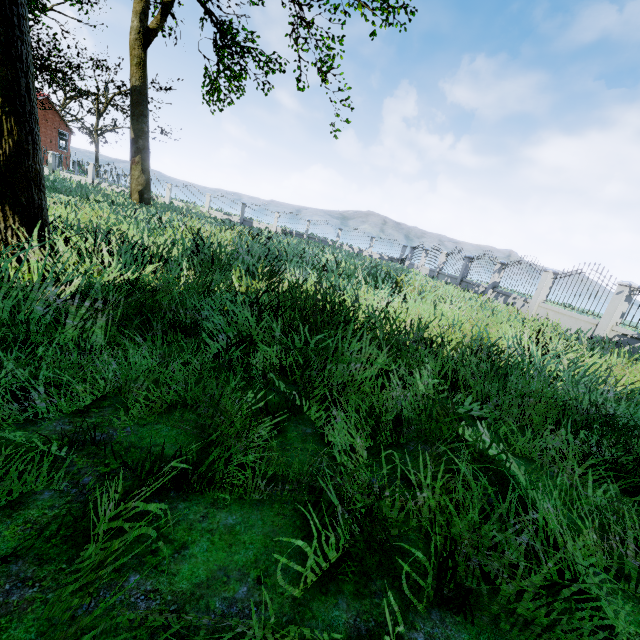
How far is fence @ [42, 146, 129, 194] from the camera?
26.91m

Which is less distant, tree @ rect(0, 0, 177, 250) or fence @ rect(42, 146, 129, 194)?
tree @ rect(0, 0, 177, 250)

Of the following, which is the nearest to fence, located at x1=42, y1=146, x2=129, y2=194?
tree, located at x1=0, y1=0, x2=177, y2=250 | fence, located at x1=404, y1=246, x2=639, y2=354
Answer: tree, located at x1=0, y1=0, x2=177, y2=250

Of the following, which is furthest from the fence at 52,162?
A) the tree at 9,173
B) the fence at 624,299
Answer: the fence at 624,299

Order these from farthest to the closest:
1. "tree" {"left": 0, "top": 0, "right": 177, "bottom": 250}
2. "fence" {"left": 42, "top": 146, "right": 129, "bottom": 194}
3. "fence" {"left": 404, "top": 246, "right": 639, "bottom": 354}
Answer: "fence" {"left": 42, "top": 146, "right": 129, "bottom": 194} < "fence" {"left": 404, "top": 246, "right": 639, "bottom": 354} < "tree" {"left": 0, "top": 0, "right": 177, "bottom": 250}

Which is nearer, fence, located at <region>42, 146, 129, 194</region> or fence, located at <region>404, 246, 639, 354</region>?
fence, located at <region>404, 246, 639, 354</region>

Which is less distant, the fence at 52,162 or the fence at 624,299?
the fence at 624,299

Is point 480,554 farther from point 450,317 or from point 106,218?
point 106,218
